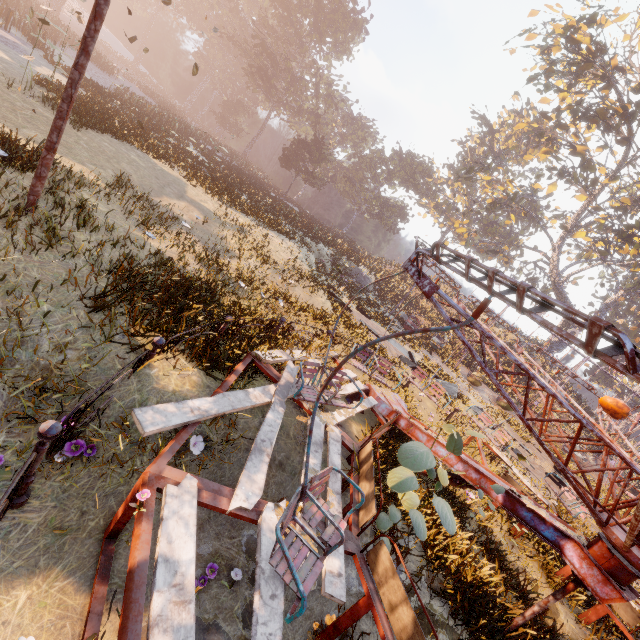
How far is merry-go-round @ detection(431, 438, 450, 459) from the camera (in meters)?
6.64

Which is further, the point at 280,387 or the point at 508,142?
the point at 508,142

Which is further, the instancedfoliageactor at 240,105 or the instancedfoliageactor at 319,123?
the instancedfoliageactor at 240,105

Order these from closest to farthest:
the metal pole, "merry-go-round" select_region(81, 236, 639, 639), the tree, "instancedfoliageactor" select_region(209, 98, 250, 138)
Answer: "merry-go-round" select_region(81, 236, 639, 639) < the metal pole < the tree < "instancedfoliageactor" select_region(209, 98, 250, 138)

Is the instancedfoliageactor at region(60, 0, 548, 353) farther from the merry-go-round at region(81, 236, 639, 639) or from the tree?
the tree

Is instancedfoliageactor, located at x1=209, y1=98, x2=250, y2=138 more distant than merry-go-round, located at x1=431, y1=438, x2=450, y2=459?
Yes

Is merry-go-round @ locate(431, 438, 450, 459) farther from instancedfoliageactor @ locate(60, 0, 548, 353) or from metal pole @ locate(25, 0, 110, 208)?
instancedfoliageactor @ locate(60, 0, 548, 353)

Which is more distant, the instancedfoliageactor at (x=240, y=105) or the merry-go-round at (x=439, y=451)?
the instancedfoliageactor at (x=240, y=105)
